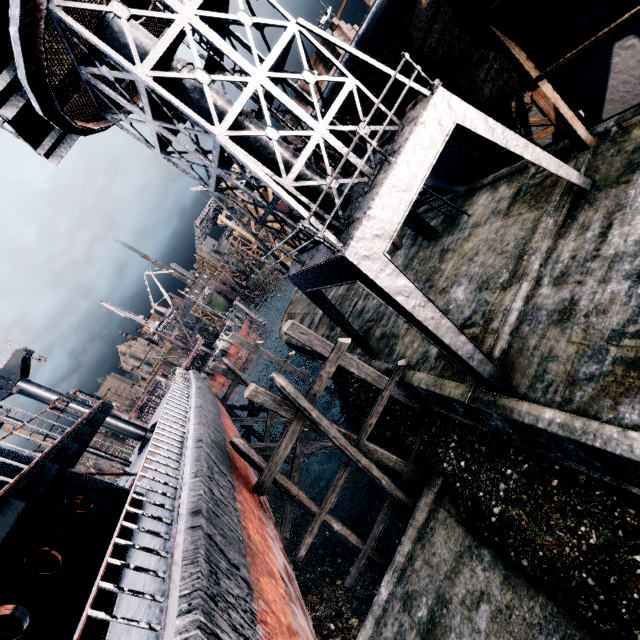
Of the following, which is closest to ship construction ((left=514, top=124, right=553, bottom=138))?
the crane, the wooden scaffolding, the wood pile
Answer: the wooden scaffolding

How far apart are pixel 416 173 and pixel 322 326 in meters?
16.6 m

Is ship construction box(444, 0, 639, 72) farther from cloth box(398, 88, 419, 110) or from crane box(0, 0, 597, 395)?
crane box(0, 0, 597, 395)

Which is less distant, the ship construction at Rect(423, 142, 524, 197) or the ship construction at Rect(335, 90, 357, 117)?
the ship construction at Rect(335, 90, 357, 117)

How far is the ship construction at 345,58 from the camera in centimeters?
1131cm

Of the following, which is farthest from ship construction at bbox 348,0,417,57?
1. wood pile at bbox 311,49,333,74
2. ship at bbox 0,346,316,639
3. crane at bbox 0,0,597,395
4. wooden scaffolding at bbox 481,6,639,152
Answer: ship at bbox 0,346,316,639
